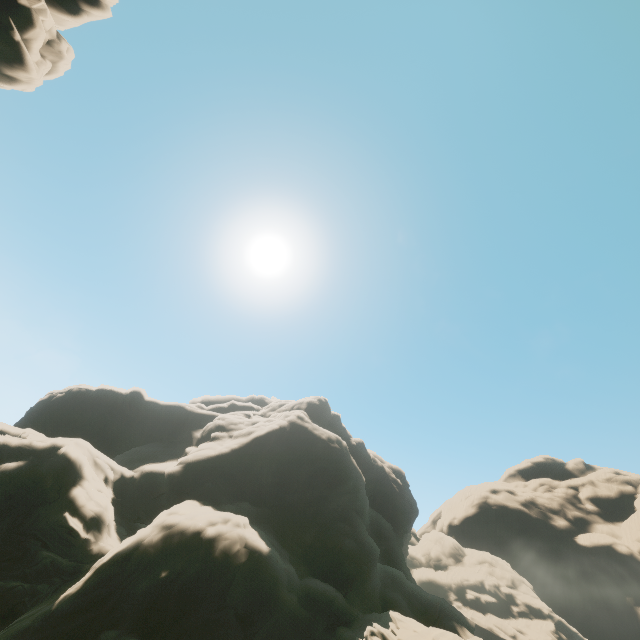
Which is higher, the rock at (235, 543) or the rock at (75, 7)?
the rock at (75, 7)

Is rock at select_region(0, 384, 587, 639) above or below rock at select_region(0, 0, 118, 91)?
below

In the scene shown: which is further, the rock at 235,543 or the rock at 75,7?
the rock at 75,7

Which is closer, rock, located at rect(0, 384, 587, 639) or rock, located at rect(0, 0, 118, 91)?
rock, located at rect(0, 384, 587, 639)

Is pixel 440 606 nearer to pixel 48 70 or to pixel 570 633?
pixel 570 633
